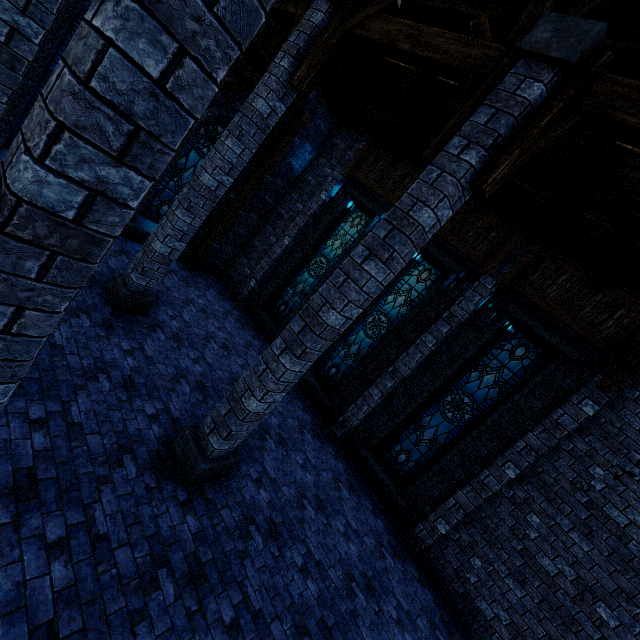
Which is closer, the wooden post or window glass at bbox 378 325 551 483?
window glass at bbox 378 325 551 483

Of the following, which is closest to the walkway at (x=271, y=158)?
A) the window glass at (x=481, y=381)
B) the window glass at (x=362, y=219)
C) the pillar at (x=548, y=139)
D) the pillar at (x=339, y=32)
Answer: the pillar at (x=339, y=32)

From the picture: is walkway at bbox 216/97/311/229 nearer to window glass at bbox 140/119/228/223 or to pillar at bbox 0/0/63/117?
window glass at bbox 140/119/228/223

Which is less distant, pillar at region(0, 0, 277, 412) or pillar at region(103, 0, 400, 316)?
pillar at region(0, 0, 277, 412)

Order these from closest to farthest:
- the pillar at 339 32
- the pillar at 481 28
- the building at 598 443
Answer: the pillar at 481 28
the building at 598 443
the pillar at 339 32

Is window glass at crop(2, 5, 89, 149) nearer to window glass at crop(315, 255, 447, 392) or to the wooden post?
the wooden post

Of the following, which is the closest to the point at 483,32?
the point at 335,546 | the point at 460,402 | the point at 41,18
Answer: the point at 41,18

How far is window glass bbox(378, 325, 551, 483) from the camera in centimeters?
737cm
